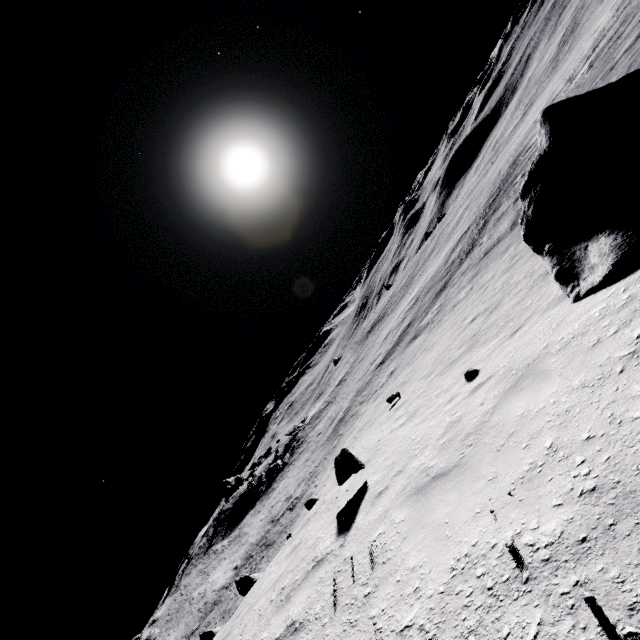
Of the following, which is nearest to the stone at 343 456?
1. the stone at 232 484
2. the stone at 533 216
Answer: the stone at 533 216

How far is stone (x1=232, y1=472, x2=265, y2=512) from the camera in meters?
35.9

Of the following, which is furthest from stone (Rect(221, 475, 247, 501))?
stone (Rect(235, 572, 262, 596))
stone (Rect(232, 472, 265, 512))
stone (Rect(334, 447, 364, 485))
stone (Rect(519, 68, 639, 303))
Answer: stone (Rect(519, 68, 639, 303))

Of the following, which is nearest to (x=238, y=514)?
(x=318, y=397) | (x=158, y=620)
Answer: (x=158, y=620)

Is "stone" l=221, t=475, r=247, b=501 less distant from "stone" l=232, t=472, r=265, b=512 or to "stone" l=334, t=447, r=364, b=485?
"stone" l=232, t=472, r=265, b=512

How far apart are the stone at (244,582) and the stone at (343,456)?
4.99m

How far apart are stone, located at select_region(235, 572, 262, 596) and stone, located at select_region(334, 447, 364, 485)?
5.0m

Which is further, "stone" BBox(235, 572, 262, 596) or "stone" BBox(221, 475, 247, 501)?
"stone" BBox(221, 475, 247, 501)
